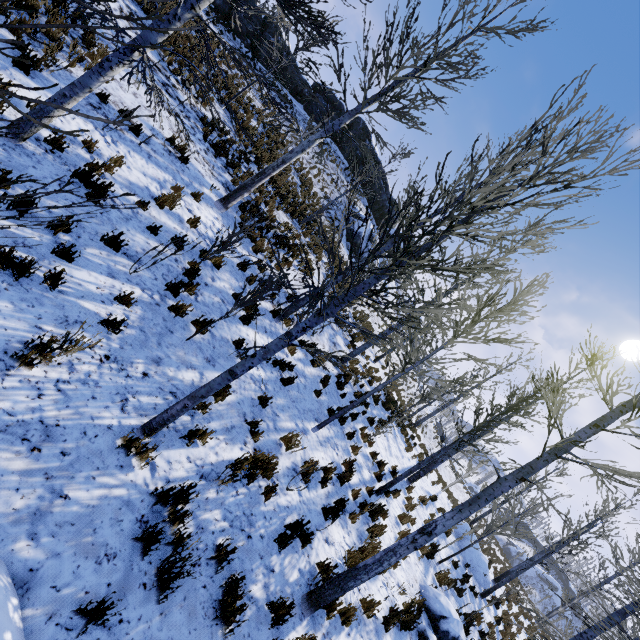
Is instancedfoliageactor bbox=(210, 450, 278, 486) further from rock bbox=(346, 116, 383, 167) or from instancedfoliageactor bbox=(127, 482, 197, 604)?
rock bbox=(346, 116, 383, 167)

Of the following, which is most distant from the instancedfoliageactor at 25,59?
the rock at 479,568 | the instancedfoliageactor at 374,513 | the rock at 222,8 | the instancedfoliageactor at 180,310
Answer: the rock at 222,8

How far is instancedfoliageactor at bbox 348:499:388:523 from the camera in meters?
7.4

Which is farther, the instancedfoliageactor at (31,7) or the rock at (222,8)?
the rock at (222,8)

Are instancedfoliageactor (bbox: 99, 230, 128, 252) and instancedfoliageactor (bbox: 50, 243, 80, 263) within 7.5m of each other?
yes

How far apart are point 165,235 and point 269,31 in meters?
27.9 m

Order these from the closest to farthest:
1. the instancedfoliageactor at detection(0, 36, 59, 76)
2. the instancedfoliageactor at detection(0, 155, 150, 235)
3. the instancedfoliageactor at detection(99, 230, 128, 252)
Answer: the instancedfoliageactor at detection(0, 36, 59, 76) → the instancedfoliageactor at detection(0, 155, 150, 235) → the instancedfoliageactor at detection(99, 230, 128, 252)

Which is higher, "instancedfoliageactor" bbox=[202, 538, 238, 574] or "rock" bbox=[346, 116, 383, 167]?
"rock" bbox=[346, 116, 383, 167]
